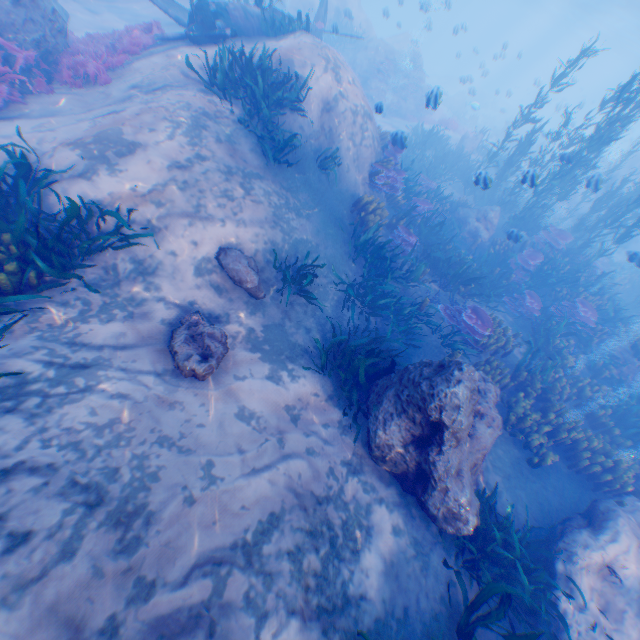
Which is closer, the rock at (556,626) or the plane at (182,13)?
the rock at (556,626)

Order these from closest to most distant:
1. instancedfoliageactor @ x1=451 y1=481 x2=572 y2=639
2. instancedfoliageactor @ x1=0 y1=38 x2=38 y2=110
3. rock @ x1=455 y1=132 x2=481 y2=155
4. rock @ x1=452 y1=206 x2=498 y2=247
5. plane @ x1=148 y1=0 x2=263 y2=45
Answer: instancedfoliageactor @ x1=451 y1=481 x2=572 y2=639, instancedfoliageactor @ x1=0 y1=38 x2=38 y2=110, plane @ x1=148 y1=0 x2=263 y2=45, rock @ x1=452 y1=206 x2=498 y2=247, rock @ x1=455 y1=132 x2=481 y2=155

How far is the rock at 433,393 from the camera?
5.1m

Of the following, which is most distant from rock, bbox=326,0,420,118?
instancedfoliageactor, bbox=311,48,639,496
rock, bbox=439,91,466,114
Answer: rock, bbox=439,91,466,114

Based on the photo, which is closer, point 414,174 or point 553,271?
point 553,271

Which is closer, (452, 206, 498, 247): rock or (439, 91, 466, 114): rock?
(452, 206, 498, 247): rock

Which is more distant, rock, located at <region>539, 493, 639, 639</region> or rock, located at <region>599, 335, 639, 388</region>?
rock, located at <region>599, 335, 639, 388</region>
